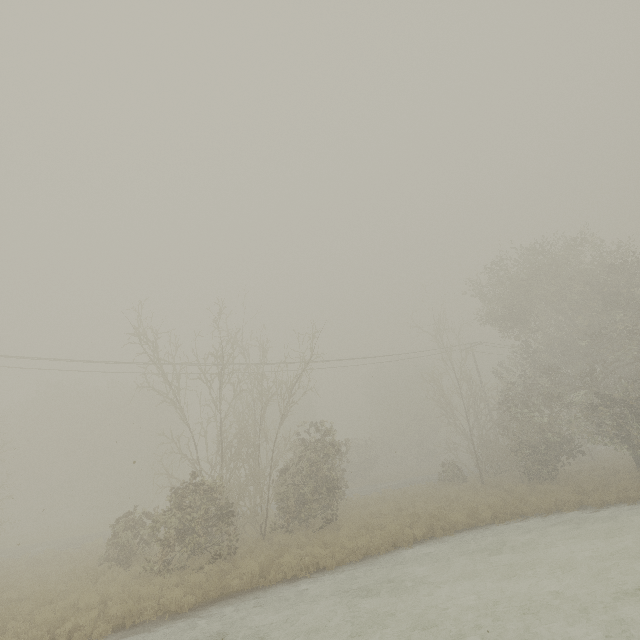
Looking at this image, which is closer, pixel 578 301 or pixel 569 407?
pixel 578 301
